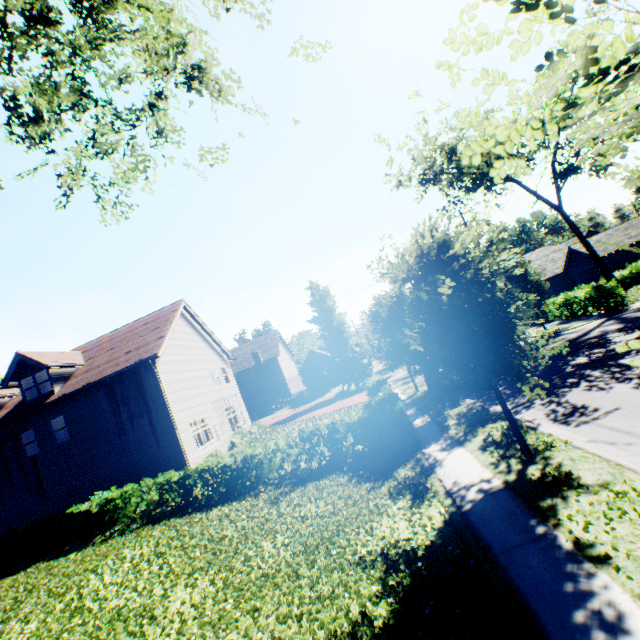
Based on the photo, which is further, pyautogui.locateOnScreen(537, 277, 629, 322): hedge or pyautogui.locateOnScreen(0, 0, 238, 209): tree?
pyautogui.locateOnScreen(537, 277, 629, 322): hedge

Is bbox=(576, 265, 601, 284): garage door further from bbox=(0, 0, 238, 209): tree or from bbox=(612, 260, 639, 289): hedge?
bbox=(0, 0, 238, 209): tree

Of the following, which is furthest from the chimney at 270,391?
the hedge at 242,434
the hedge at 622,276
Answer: the hedge at 622,276

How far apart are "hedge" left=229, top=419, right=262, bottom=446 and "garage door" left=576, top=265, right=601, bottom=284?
37.6m

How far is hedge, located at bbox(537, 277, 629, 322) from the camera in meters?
20.7

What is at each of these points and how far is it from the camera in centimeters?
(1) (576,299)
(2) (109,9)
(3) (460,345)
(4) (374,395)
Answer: (1) hedge, 2495cm
(2) tree, 635cm
(3) tree, 742cm
(4) hedge, 1720cm

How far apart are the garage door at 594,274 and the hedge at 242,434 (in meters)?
37.63

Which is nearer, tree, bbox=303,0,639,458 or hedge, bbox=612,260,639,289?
tree, bbox=303,0,639,458
